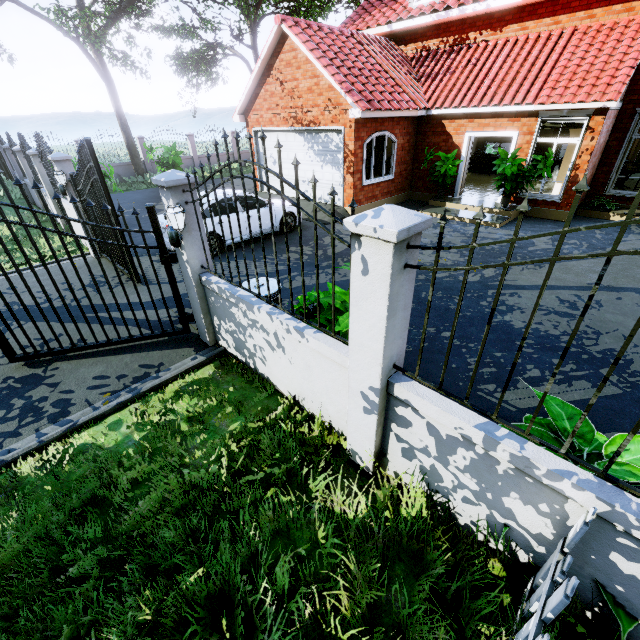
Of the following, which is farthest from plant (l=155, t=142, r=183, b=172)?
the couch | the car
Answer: the couch

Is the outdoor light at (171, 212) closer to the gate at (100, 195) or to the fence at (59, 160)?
the gate at (100, 195)

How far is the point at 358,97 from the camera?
9.66m

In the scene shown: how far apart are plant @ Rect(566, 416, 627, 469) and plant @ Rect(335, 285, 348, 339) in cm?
128

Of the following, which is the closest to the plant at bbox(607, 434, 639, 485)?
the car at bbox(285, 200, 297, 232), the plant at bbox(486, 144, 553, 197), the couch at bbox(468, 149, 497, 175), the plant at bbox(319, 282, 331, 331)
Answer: the plant at bbox(319, 282, 331, 331)

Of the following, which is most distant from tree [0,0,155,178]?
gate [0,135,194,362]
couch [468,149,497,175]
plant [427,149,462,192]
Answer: couch [468,149,497,175]

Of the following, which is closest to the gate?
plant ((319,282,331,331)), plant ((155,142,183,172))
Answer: plant ((319,282,331,331))

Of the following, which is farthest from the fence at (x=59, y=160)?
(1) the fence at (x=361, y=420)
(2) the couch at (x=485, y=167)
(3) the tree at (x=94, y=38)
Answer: (2) the couch at (x=485, y=167)
